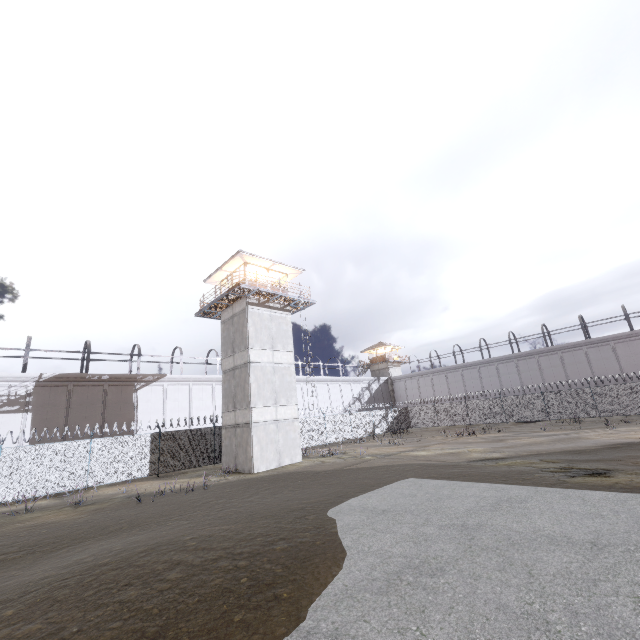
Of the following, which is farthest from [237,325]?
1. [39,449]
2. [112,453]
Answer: [39,449]

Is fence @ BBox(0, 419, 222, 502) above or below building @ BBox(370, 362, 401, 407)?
below

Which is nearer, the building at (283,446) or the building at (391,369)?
the building at (283,446)

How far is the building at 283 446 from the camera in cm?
2116

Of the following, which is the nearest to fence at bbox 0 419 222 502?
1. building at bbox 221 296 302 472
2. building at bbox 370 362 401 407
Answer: building at bbox 221 296 302 472

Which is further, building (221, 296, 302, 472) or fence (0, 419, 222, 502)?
building (221, 296, 302, 472)
